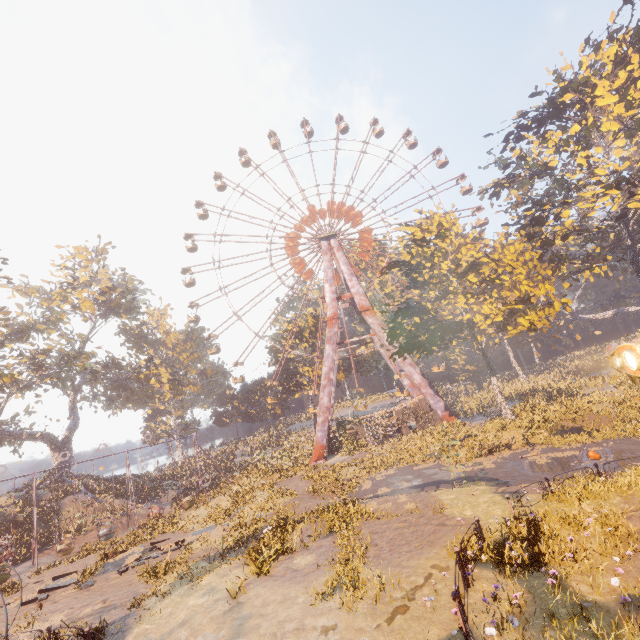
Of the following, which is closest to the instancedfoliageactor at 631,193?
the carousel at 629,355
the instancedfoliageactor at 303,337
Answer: the carousel at 629,355

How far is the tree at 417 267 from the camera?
23.0m

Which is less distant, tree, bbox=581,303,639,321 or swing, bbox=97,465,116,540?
swing, bbox=97,465,116,540

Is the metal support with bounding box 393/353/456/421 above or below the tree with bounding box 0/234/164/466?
below

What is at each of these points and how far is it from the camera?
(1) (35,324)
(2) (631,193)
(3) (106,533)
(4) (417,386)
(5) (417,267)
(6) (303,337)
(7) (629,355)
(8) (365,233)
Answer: (1) tree, 33.7m
(2) instancedfoliageactor, 24.9m
(3) swing, 25.7m
(4) metal support, 36.0m
(5) tree, 28.0m
(6) instancedfoliageactor, 51.2m
(7) carousel, 6.1m
(8) ferris wheel, 44.6m

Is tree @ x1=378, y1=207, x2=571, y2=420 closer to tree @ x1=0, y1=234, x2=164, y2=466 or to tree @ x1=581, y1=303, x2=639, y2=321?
tree @ x1=581, y1=303, x2=639, y2=321

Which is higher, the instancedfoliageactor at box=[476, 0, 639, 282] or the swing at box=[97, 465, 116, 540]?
the instancedfoliageactor at box=[476, 0, 639, 282]

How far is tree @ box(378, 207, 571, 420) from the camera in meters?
23.0 m
